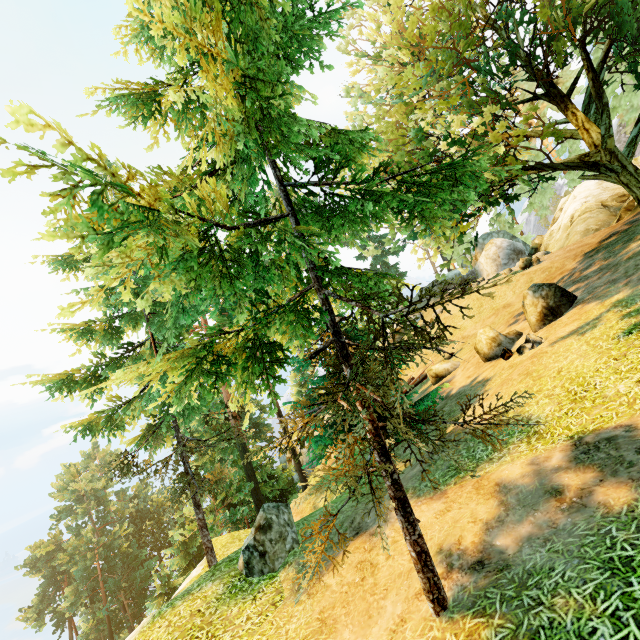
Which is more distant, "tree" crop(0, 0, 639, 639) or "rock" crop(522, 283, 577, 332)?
"rock" crop(522, 283, 577, 332)

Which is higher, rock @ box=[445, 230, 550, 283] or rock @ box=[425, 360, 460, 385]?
rock @ box=[445, 230, 550, 283]

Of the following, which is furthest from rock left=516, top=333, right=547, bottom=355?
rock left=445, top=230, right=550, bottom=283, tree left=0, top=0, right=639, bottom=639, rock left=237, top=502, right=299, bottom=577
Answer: rock left=445, top=230, right=550, bottom=283

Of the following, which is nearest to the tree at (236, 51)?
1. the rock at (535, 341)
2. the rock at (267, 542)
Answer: the rock at (267, 542)

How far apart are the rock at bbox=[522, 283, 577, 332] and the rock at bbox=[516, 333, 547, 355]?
1.3 meters

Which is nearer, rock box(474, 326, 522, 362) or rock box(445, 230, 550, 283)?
rock box(474, 326, 522, 362)

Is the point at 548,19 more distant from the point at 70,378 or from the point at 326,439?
the point at 70,378

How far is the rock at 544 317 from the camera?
12.4m
